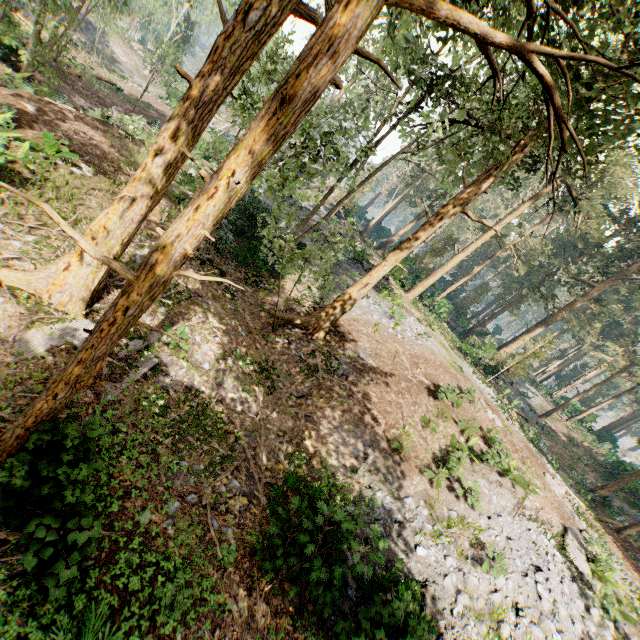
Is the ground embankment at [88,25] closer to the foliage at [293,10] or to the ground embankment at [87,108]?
the foliage at [293,10]

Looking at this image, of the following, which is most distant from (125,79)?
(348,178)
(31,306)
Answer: (31,306)

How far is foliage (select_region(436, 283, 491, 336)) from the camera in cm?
4276

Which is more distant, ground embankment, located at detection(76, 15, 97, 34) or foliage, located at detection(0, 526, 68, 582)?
ground embankment, located at detection(76, 15, 97, 34)

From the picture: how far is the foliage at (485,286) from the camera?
42.8m

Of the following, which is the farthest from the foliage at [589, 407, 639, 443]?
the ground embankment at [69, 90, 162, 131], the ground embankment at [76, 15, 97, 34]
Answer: the ground embankment at [69, 90, 162, 131]

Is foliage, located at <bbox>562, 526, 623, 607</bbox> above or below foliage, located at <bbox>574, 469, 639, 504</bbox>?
below

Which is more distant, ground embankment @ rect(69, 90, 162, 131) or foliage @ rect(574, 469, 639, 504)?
foliage @ rect(574, 469, 639, 504)
